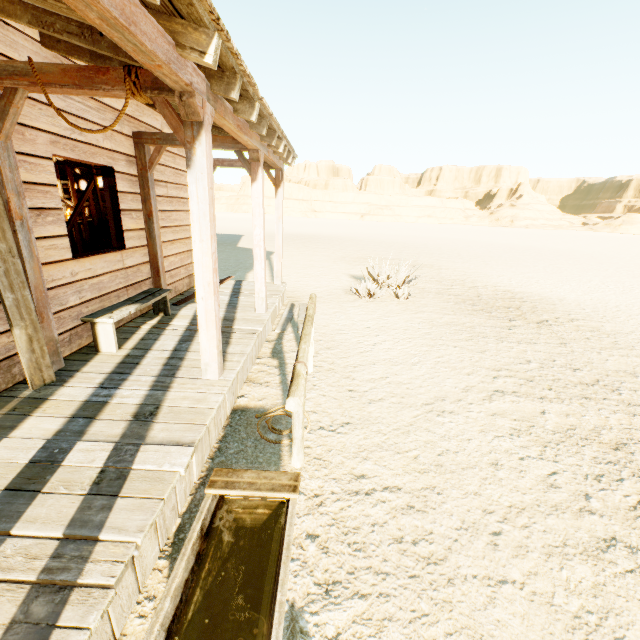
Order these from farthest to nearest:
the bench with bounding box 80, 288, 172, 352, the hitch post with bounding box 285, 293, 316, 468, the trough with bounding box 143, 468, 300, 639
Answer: the bench with bounding box 80, 288, 172, 352
the hitch post with bounding box 285, 293, 316, 468
the trough with bounding box 143, 468, 300, 639

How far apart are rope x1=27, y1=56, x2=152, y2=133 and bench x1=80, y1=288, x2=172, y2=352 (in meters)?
Result: 2.00

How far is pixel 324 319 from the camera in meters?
6.9 m

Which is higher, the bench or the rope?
the rope

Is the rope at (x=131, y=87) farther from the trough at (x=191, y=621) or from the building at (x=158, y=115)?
the trough at (x=191, y=621)

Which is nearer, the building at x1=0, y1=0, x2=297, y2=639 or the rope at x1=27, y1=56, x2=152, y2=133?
the building at x1=0, y1=0, x2=297, y2=639

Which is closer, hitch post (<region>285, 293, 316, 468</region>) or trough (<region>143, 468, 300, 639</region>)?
trough (<region>143, 468, 300, 639</region>)

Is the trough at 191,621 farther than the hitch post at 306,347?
No
